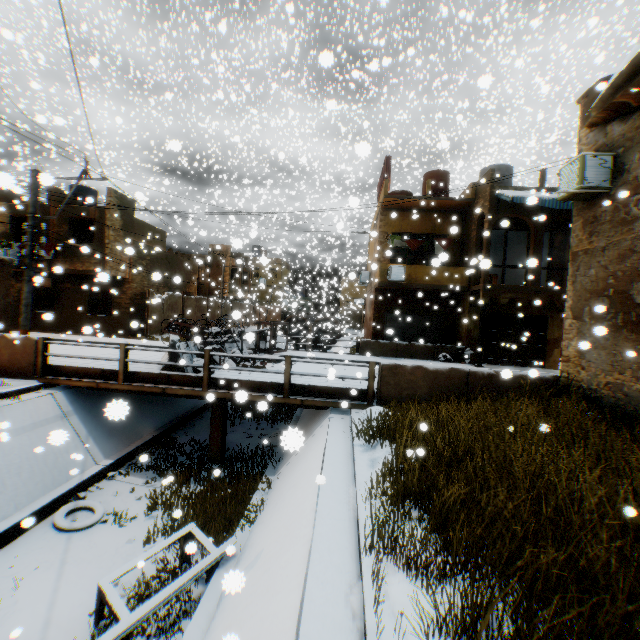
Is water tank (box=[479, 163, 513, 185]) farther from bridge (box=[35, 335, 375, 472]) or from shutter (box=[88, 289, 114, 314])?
shutter (box=[88, 289, 114, 314])

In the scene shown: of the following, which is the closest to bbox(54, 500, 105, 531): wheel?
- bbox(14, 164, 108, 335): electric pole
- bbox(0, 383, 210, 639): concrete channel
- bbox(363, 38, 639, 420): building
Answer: bbox(0, 383, 210, 639): concrete channel

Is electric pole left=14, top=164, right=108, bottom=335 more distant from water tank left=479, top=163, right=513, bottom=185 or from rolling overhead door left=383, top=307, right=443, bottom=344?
water tank left=479, top=163, right=513, bottom=185

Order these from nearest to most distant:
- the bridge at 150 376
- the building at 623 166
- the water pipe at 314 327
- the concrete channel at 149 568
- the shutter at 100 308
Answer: the concrete channel at 149 568
the building at 623 166
the bridge at 150 376
the shutter at 100 308
the water pipe at 314 327

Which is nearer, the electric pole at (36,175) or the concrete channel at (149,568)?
the concrete channel at (149,568)

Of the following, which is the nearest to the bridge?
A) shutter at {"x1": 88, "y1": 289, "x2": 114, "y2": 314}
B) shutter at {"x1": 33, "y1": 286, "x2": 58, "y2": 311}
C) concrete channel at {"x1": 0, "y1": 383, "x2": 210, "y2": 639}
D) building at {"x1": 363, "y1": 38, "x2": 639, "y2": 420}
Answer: concrete channel at {"x1": 0, "y1": 383, "x2": 210, "y2": 639}

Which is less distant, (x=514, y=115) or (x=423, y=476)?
(x=423, y=476)

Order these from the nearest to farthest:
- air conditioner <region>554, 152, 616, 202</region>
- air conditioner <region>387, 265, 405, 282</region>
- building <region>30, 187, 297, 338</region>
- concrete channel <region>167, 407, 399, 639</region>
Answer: concrete channel <region>167, 407, 399, 639</region>
air conditioner <region>554, 152, 616, 202</region>
air conditioner <region>387, 265, 405, 282</region>
building <region>30, 187, 297, 338</region>
